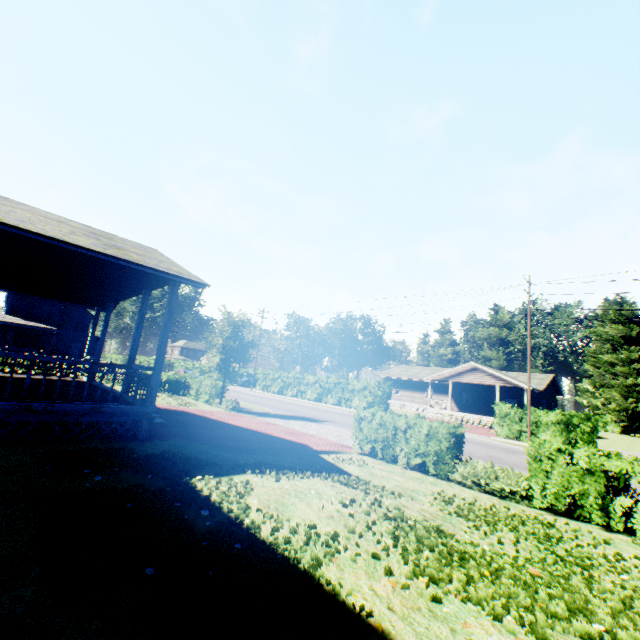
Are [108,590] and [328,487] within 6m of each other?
yes

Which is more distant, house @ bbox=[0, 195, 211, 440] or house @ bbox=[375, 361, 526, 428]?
house @ bbox=[375, 361, 526, 428]

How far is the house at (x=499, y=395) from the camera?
34.3m

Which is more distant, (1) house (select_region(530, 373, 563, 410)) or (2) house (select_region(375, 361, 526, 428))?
(1) house (select_region(530, 373, 563, 410))

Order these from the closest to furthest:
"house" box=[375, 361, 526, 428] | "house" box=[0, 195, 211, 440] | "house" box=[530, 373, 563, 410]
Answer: "house" box=[0, 195, 211, 440]
"house" box=[375, 361, 526, 428]
"house" box=[530, 373, 563, 410]

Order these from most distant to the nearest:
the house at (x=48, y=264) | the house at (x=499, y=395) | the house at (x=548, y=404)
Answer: the house at (x=548, y=404) → the house at (x=499, y=395) → the house at (x=48, y=264)

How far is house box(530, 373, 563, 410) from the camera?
35.2m
